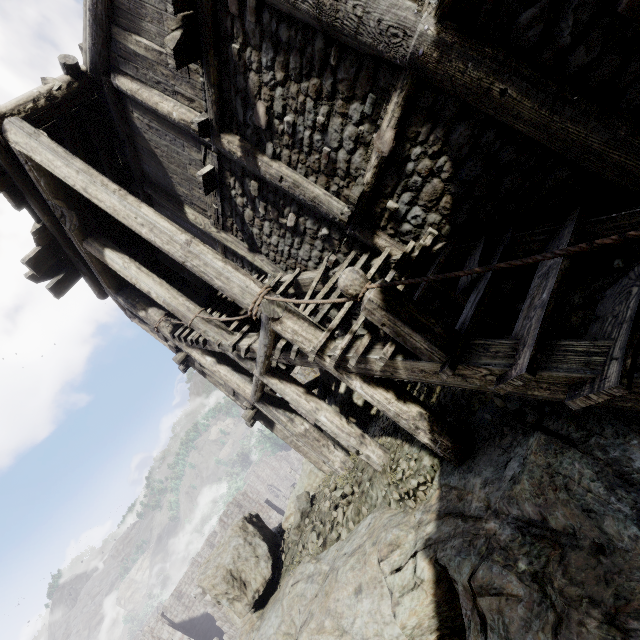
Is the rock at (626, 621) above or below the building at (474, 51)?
below

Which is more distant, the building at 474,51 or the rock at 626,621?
the building at 474,51

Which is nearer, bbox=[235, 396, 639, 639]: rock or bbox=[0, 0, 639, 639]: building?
bbox=[235, 396, 639, 639]: rock

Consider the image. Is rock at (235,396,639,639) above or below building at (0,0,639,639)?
below

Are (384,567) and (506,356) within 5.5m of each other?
yes
